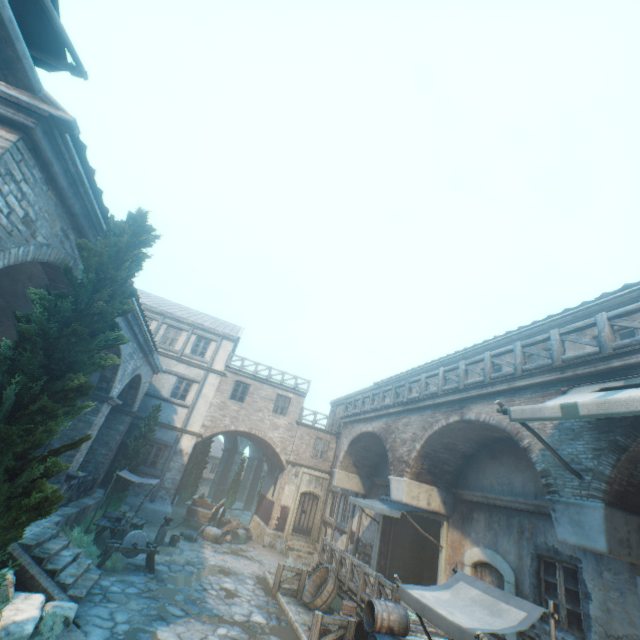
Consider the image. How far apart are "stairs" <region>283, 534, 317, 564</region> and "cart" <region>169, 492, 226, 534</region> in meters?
4.0 m

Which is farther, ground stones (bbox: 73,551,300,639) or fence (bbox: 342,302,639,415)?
ground stones (bbox: 73,551,300,639)

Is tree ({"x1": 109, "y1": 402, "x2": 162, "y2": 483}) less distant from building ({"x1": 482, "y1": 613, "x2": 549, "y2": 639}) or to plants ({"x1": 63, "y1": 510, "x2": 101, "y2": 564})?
building ({"x1": 482, "y1": 613, "x2": 549, "y2": 639})

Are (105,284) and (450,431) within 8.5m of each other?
no

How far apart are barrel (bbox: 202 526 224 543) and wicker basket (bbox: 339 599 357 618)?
9.1m

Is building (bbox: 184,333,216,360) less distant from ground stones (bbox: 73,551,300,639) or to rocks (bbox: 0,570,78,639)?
rocks (bbox: 0,570,78,639)

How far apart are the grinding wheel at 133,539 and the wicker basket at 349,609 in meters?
6.3 m

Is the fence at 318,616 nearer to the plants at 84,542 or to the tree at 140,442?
the plants at 84,542
